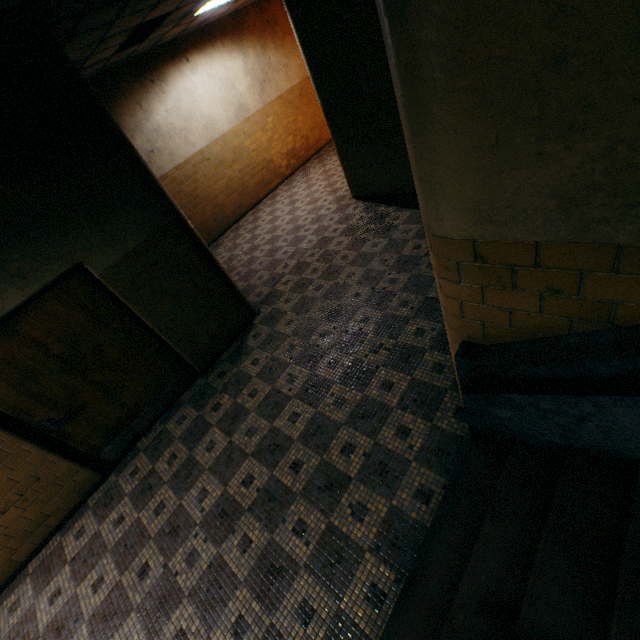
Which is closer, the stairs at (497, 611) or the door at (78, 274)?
the stairs at (497, 611)

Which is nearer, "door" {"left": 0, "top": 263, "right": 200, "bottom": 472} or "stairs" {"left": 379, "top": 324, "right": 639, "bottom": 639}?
"stairs" {"left": 379, "top": 324, "right": 639, "bottom": 639}

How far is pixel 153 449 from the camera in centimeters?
426cm
